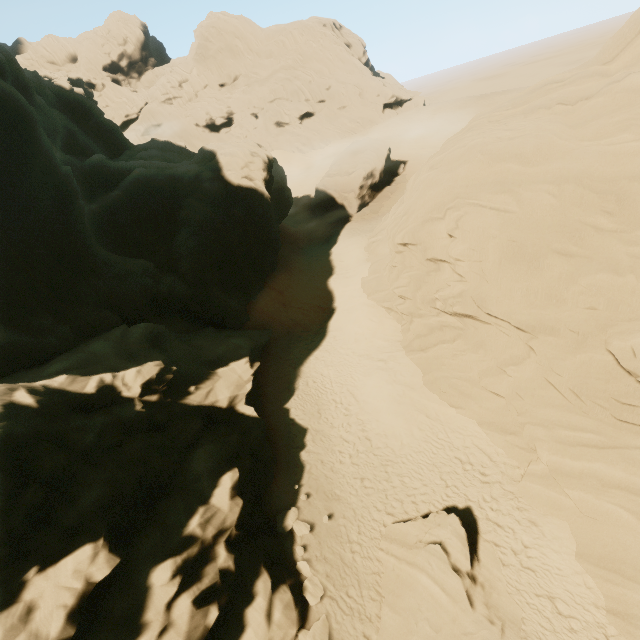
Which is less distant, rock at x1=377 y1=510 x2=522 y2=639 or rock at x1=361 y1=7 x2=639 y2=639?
rock at x1=377 y1=510 x2=522 y2=639

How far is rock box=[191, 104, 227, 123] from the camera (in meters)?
59.35

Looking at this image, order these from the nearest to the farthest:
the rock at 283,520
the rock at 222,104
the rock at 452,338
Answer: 1. the rock at 452,338
2. the rock at 283,520
3. the rock at 222,104

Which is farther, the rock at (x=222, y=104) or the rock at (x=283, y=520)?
the rock at (x=222, y=104)

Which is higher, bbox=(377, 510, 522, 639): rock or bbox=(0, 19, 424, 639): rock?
bbox=(0, 19, 424, 639): rock

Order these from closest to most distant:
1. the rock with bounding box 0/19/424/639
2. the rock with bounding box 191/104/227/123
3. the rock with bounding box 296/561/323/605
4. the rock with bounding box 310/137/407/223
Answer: the rock with bounding box 0/19/424/639 → the rock with bounding box 296/561/323/605 → the rock with bounding box 310/137/407/223 → the rock with bounding box 191/104/227/123

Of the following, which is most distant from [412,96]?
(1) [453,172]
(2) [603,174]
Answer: (2) [603,174]
